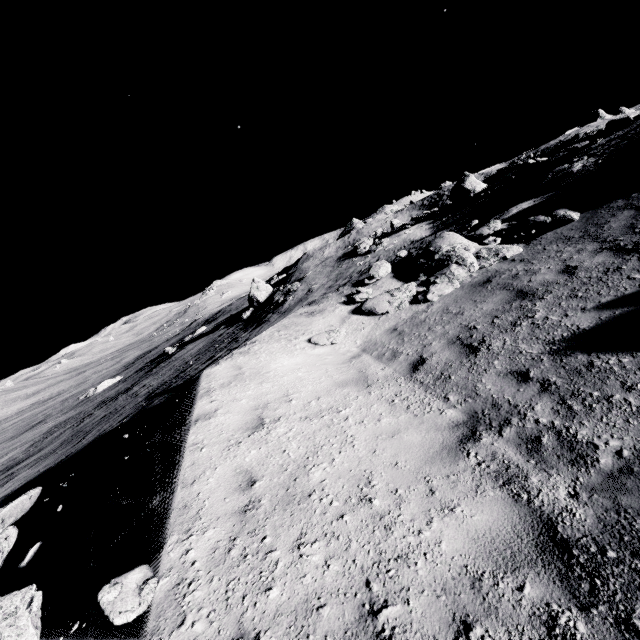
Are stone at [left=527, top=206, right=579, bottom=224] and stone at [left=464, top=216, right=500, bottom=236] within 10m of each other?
yes

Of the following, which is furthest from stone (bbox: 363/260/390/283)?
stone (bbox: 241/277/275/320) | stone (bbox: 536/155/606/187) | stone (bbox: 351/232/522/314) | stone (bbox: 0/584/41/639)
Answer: stone (bbox: 241/277/275/320)

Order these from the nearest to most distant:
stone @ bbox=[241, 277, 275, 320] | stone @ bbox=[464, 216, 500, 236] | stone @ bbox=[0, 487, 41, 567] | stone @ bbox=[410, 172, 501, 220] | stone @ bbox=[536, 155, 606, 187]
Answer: stone @ bbox=[0, 487, 41, 567]
stone @ bbox=[464, 216, 500, 236]
stone @ bbox=[536, 155, 606, 187]
stone @ bbox=[410, 172, 501, 220]
stone @ bbox=[241, 277, 275, 320]

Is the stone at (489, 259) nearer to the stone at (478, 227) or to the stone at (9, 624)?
the stone at (478, 227)

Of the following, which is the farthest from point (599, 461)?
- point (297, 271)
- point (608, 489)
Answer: point (297, 271)

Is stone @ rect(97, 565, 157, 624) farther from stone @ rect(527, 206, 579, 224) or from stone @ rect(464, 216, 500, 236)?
stone @ rect(464, 216, 500, 236)

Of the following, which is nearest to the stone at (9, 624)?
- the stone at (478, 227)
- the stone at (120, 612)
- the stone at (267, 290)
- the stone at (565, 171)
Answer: the stone at (120, 612)

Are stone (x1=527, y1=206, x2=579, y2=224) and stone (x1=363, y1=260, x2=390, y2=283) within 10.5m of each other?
yes
